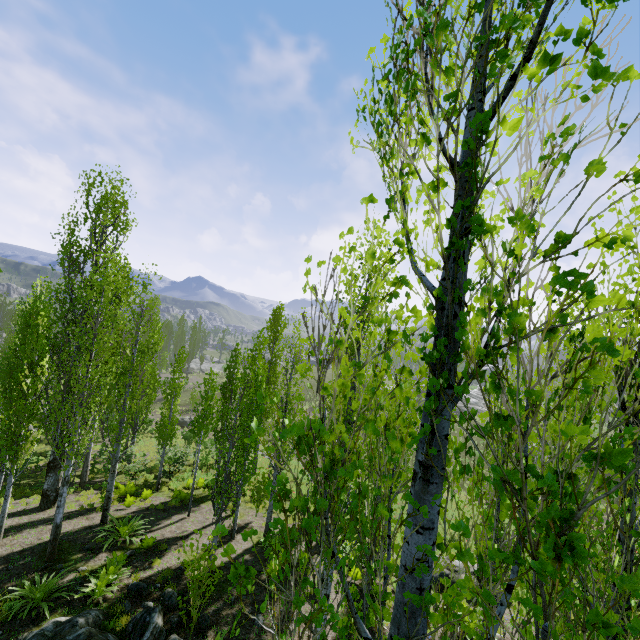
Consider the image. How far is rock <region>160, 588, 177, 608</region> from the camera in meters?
8.9 m

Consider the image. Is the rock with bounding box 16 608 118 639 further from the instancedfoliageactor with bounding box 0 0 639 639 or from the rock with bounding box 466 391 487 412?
the rock with bounding box 466 391 487 412

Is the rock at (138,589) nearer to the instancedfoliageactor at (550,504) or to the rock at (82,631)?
the rock at (82,631)

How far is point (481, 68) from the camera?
2.2 meters

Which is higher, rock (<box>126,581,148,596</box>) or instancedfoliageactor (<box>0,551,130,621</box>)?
instancedfoliageactor (<box>0,551,130,621</box>)

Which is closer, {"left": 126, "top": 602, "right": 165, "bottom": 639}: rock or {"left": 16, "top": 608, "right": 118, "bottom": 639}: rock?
{"left": 16, "top": 608, "right": 118, "bottom": 639}: rock

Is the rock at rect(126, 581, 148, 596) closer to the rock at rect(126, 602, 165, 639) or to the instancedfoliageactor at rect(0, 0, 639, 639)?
the rock at rect(126, 602, 165, 639)

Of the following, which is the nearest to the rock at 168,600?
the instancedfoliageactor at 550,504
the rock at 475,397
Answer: the instancedfoliageactor at 550,504
